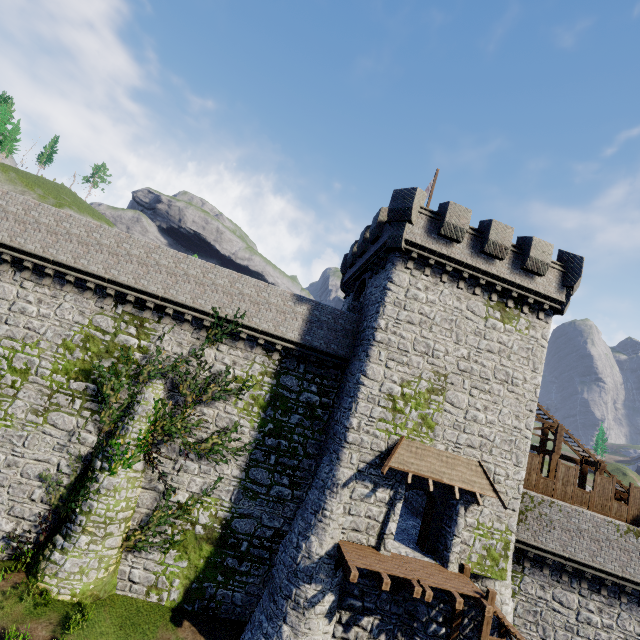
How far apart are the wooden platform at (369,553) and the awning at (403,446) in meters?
3.1 m

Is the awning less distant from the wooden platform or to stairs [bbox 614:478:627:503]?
the wooden platform

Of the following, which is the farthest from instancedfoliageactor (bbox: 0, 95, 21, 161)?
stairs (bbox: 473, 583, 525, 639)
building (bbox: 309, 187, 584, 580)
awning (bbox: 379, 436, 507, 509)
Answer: stairs (bbox: 473, 583, 525, 639)

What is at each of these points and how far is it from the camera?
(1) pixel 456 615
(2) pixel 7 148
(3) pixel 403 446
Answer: (1) stairs, 14.4m
(2) instancedfoliageactor, 53.8m
(3) awning, 15.0m

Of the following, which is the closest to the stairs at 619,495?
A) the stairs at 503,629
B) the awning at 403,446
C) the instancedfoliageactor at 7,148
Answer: the awning at 403,446

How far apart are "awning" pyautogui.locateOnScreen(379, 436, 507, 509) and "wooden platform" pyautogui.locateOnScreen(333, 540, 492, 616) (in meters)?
3.09

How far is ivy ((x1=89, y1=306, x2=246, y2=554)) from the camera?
15.2 meters

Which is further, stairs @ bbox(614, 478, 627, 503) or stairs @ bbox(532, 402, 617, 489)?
stairs @ bbox(532, 402, 617, 489)
